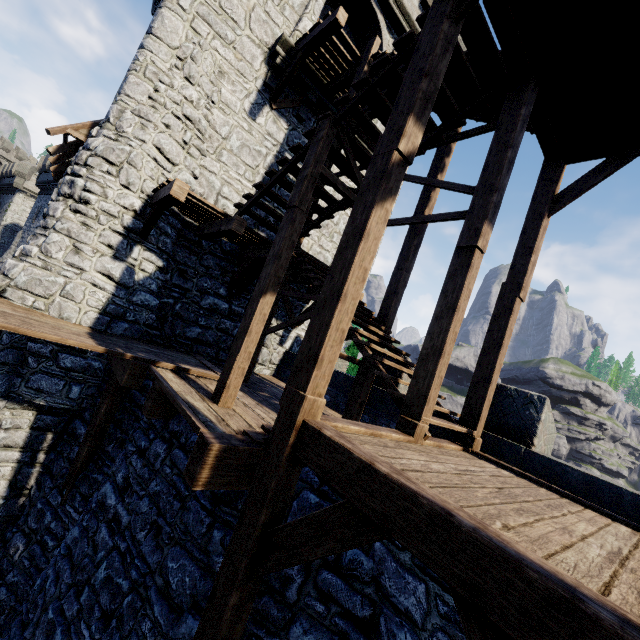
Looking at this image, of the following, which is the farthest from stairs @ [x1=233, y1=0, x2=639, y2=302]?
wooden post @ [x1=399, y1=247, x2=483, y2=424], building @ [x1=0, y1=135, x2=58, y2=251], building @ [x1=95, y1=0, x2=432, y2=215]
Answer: building @ [x1=0, y1=135, x2=58, y2=251]

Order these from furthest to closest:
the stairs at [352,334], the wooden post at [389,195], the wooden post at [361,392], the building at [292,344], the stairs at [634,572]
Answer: the building at [292,344] → the wooden post at [361,392] → the stairs at [352,334] → the wooden post at [389,195] → the stairs at [634,572]

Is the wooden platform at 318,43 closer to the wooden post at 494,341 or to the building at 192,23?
the building at 192,23

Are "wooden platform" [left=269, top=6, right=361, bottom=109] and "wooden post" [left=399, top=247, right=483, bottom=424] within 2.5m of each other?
no

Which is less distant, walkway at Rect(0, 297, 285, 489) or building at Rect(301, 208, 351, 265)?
walkway at Rect(0, 297, 285, 489)

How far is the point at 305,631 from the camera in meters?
3.1

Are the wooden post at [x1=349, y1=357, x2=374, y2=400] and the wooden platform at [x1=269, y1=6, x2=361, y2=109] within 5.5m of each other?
no

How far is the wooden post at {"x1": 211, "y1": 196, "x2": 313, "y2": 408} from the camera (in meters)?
5.01
